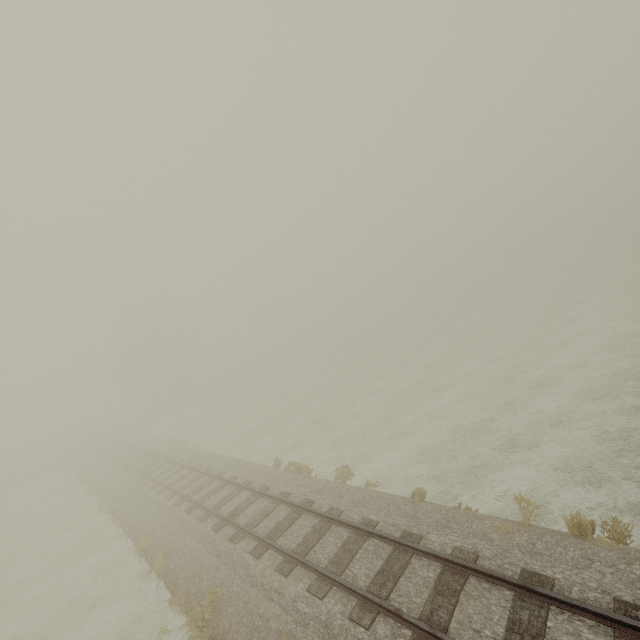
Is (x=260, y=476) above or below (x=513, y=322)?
above
